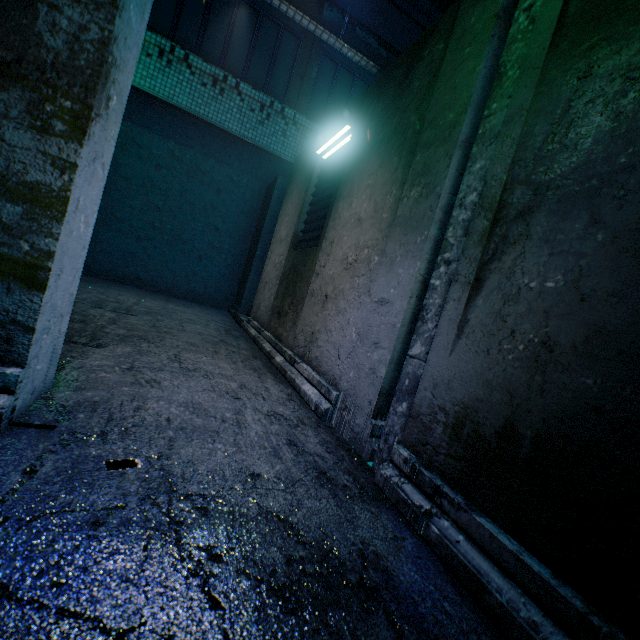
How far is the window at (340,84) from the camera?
6.2m

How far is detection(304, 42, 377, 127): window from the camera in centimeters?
618cm

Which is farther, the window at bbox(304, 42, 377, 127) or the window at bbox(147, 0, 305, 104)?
the window at bbox(304, 42, 377, 127)

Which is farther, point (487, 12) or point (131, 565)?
point (487, 12)

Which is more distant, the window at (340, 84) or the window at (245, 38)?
the window at (340, 84)
